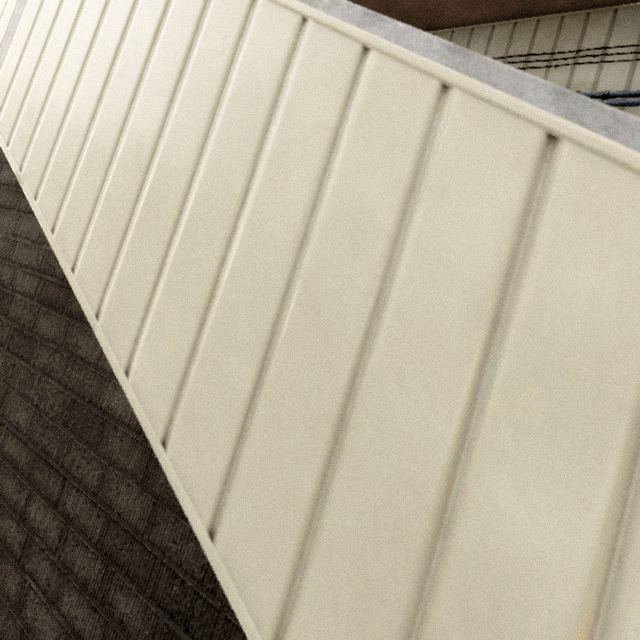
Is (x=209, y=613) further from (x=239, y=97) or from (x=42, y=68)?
(x=42, y=68)
